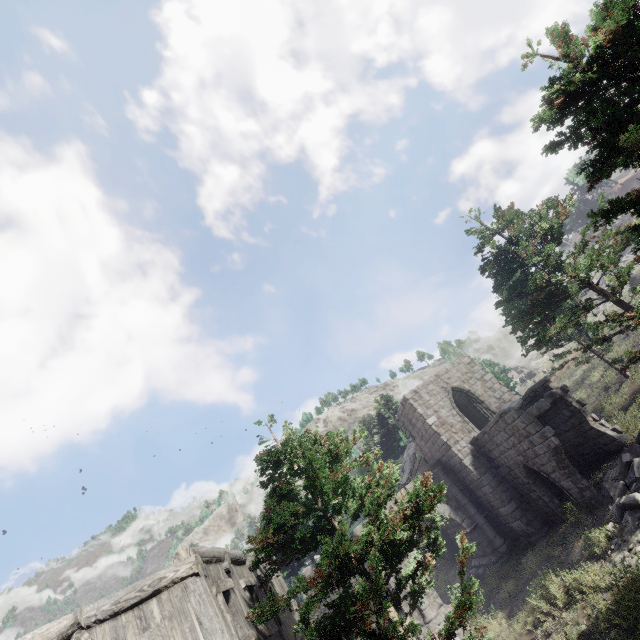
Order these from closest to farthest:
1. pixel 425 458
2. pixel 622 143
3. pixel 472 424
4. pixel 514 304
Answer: pixel 622 143
pixel 472 424
pixel 514 304
pixel 425 458

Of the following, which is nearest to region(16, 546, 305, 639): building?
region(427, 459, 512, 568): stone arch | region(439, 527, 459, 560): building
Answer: region(427, 459, 512, 568): stone arch

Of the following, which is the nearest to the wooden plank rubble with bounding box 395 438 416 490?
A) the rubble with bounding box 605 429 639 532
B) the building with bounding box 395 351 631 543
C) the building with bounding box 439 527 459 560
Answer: the building with bounding box 439 527 459 560

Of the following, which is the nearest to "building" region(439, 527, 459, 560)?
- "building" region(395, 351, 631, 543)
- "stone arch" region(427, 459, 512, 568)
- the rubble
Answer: "building" region(395, 351, 631, 543)

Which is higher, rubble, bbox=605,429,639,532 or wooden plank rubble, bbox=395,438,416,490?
wooden plank rubble, bbox=395,438,416,490

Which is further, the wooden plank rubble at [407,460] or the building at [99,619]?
the wooden plank rubble at [407,460]

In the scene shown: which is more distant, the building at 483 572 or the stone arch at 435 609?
the building at 483 572

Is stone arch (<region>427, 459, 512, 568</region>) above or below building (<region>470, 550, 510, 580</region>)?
above
